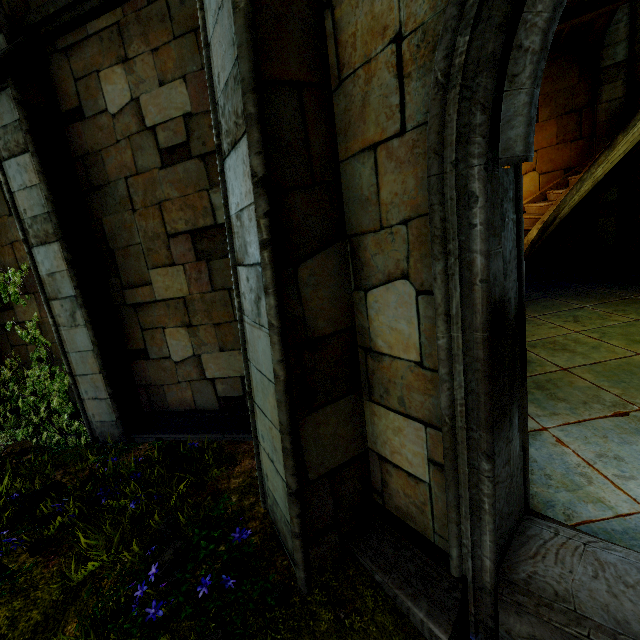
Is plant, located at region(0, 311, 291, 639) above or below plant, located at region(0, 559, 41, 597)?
above

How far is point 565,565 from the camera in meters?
2.1

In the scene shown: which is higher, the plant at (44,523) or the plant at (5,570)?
the plant at (44,523)
